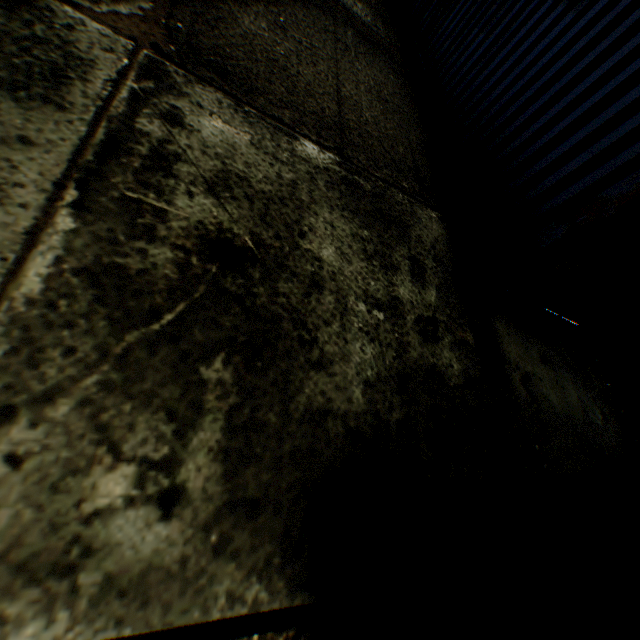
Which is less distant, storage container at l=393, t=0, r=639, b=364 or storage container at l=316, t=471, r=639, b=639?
storage container at l=316, t=471, r=639, b=639

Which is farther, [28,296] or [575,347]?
[575,347]

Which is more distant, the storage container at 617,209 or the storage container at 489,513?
the storage container at 617,209
